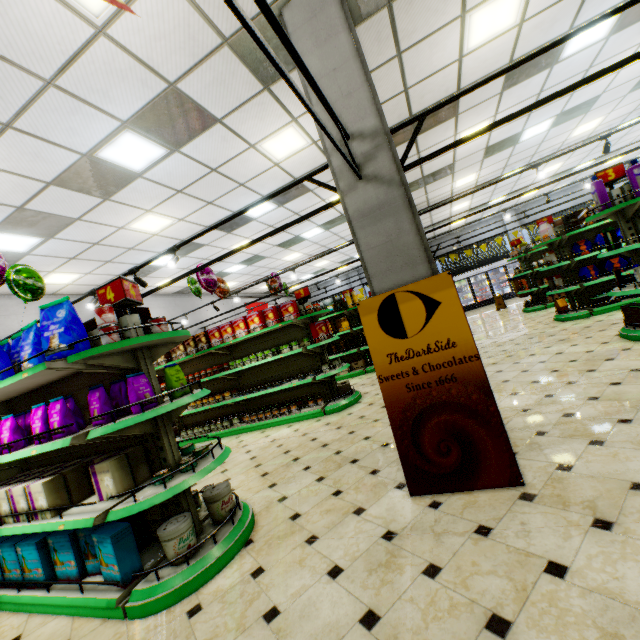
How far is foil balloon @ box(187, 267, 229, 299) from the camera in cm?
691

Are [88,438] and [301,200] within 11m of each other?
yes

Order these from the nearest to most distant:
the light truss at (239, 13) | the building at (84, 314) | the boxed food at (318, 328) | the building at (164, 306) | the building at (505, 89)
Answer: the light truss at (239, 13)
the building at (505, 89)
the boxed food at (318, 328)
the building at (84, 314)
the building at (164, 306)

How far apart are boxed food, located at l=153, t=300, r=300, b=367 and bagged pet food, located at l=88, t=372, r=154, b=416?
3.7m

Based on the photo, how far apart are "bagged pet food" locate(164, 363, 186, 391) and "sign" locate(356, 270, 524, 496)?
1.7 meters

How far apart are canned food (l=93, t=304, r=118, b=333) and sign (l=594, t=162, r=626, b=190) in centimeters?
645cm

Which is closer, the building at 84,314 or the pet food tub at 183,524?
the pet food tub at 183,524

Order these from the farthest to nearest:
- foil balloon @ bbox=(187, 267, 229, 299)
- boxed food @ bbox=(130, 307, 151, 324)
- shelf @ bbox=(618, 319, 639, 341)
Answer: foil balloon @ bbox=(187, 267, 229, 299), shelf @ bbox=(618, 319, 639, 341), boxed food @ bbox=(130, 307, 151, 324)
